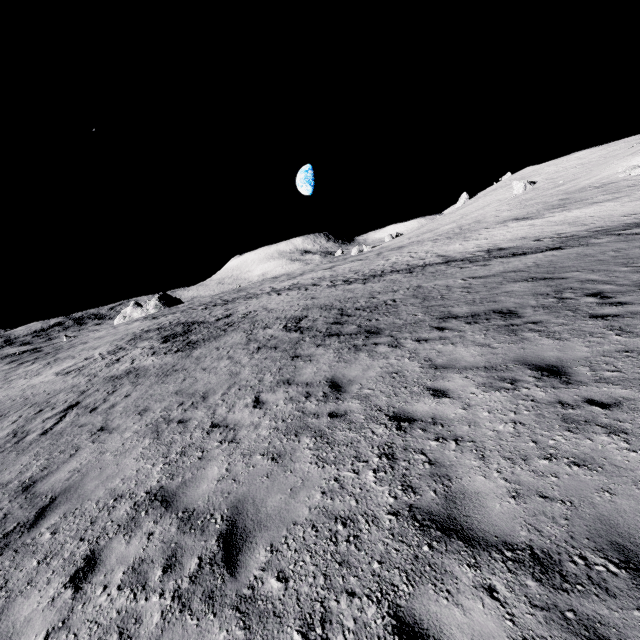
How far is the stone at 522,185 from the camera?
55.8m

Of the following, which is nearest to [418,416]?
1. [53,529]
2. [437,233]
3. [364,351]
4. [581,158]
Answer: [364,351]

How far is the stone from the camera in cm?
5581
